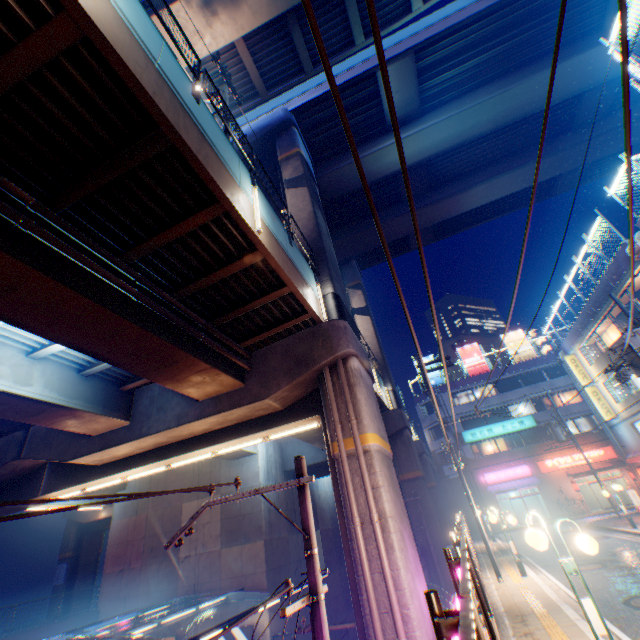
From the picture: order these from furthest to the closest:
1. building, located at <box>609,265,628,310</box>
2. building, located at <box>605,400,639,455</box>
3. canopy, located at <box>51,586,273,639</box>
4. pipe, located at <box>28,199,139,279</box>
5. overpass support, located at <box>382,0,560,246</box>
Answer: building, located at <box>605,400,639,455</box> → overpass support, located at <box>382,0,560,246</box> → building, located at <box>609,265,628,310</box> → canopy, located at <box>51,586,273,639</box> → pipe, located at <box>28,199,139,279</box>

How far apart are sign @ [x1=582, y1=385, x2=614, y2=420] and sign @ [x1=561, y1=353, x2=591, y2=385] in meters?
0.2 m

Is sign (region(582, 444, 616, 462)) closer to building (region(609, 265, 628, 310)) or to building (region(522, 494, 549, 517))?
building (region(522, 494, 549, 517))

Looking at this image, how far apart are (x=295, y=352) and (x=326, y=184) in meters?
16.9 m

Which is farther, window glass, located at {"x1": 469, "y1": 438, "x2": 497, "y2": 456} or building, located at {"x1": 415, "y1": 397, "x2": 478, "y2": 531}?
window glass, located at {"x1": 469, "y1": 438, "x2": 497, "y2": 456}

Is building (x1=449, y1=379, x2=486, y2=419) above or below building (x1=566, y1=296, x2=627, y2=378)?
above

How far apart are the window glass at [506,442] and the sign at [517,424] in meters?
0.5 m

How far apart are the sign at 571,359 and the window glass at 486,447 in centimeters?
1354cm
